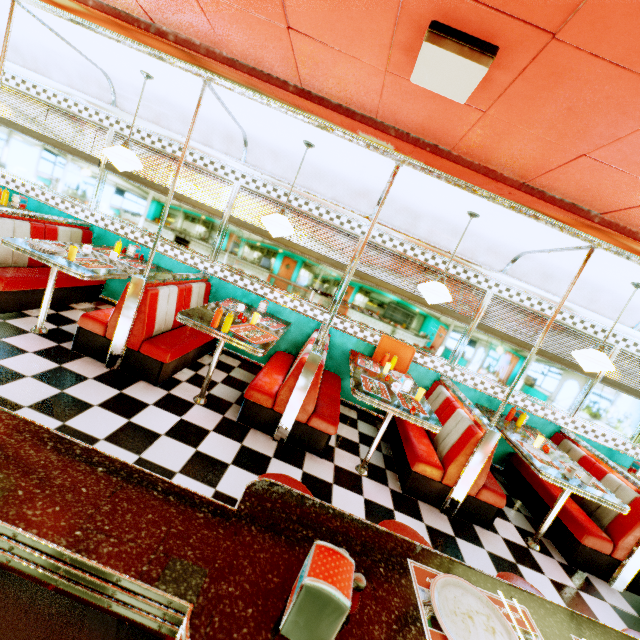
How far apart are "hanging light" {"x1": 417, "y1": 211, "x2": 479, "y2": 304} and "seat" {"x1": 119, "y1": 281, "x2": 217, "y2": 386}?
2.8 meters

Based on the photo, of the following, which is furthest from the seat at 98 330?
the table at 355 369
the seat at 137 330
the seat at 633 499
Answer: the seat at 633 499

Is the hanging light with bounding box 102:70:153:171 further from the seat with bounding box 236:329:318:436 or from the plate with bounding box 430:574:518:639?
the plate with bounding box 430:574:518:639

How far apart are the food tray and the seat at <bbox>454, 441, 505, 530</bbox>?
0.7m

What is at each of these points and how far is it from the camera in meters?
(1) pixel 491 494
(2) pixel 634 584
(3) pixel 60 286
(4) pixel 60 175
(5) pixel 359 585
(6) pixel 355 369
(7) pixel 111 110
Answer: (1) seat, 3.5 m
(2) seat, 3.5 m
(3) seat, 4.2 m
(4) window, 4.9 m
(5) salt and pepper shaker, 0.9 m
(6) table, 4.0 m
(7) trim, 4.5 m

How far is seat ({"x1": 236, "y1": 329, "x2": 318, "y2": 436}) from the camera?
3.44m

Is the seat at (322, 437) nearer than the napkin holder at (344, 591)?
No

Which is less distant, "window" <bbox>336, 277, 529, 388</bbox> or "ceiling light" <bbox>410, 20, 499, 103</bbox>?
"ceiling light" <bbox>410, 20, 499, 103</bbox>
